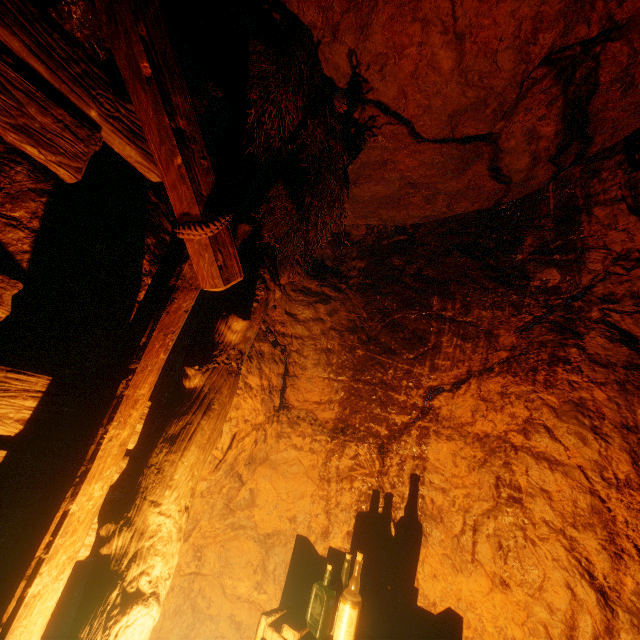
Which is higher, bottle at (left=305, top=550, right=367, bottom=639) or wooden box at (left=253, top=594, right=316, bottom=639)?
bottle at (left=305, top=550, right=367, bottom=639)

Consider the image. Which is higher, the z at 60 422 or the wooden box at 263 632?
the z at 60 422

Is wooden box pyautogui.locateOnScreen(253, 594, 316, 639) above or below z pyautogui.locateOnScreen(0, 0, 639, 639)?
below

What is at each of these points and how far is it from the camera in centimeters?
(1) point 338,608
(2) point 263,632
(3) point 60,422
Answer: (1) bottle, 193cm
(2) wooden box, 188cm
(3) z, 136cm

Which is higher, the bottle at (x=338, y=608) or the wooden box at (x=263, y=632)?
the bottle at (x=338, y=608)
